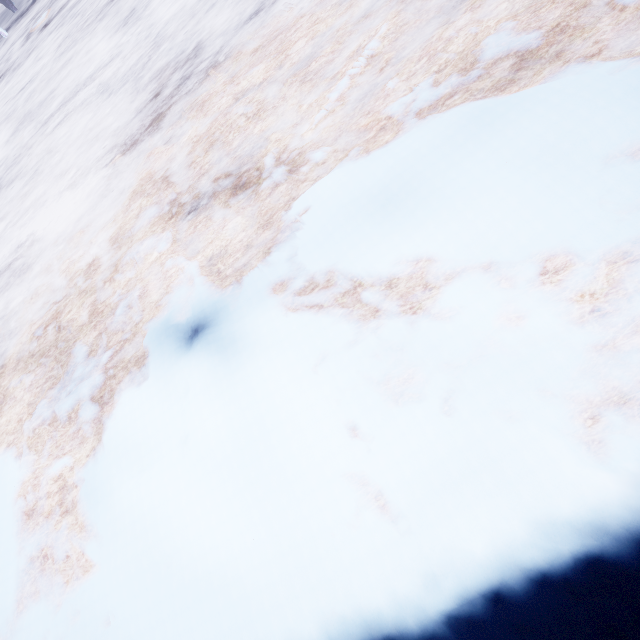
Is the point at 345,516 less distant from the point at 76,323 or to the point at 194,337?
the point at 194,337
